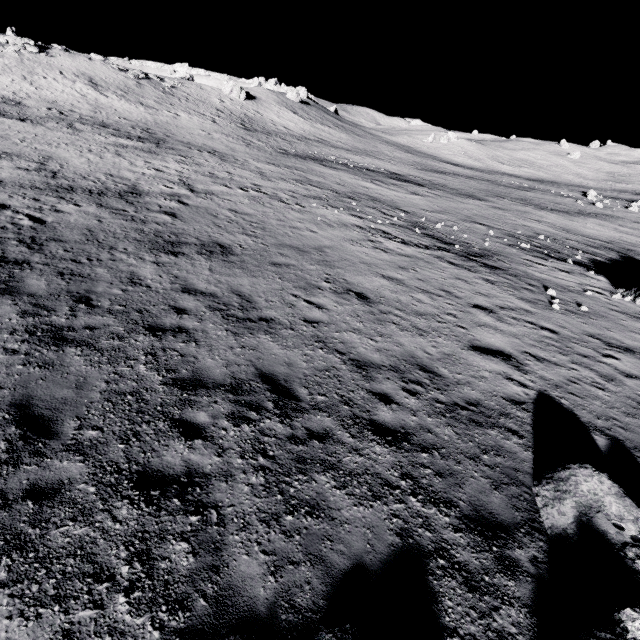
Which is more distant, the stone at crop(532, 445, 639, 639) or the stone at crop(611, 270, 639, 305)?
the stone at crop(611, 270, 639, 305)

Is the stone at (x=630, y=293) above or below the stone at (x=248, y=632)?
below

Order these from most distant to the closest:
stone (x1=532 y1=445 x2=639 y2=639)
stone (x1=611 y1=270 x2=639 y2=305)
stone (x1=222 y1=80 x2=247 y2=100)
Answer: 1. stone (x1=222 y1=80 x2=247 y2=100)
2. stone (x1=611 y1=270 x2=639 y2=305)
3. stone (x1=532 y1=445 x2=639 y2=639)

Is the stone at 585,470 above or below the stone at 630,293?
above

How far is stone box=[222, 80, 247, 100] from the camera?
55.9m

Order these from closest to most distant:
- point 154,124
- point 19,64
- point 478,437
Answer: point 478,437 < point 154,124 < point 19,64

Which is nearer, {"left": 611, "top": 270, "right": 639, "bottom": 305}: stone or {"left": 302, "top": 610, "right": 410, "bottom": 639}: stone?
{"left": 302, "top": 610, "right": 410, "bottom": 639}: stone

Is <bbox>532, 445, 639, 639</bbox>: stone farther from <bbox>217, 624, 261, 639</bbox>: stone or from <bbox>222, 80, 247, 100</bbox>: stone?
<bbox>222, 80, 247, 100</bbox>: stone
